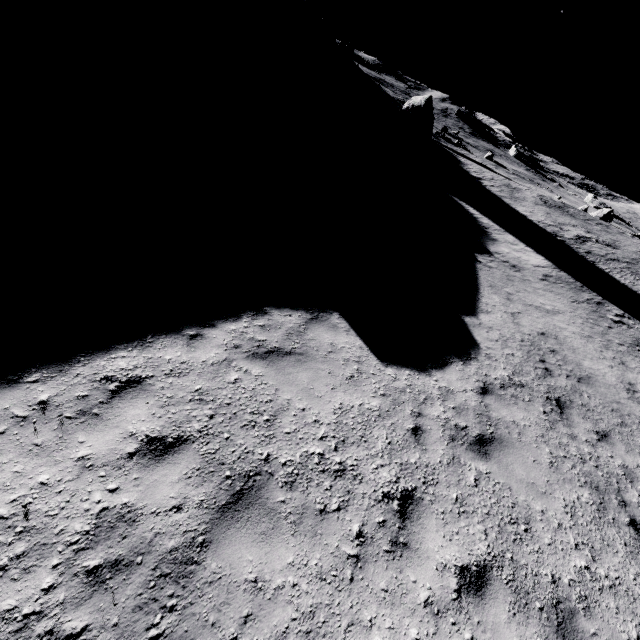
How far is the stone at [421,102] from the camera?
36.2 meters

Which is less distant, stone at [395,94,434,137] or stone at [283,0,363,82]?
stone at [395,94,434,137]

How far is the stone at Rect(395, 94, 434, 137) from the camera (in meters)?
36.25

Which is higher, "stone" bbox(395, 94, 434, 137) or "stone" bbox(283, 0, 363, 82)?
"stone" bbox(283, 0, 363, 82)

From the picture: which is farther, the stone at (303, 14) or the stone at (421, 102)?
the stone at (303, 14)

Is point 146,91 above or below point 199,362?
below
